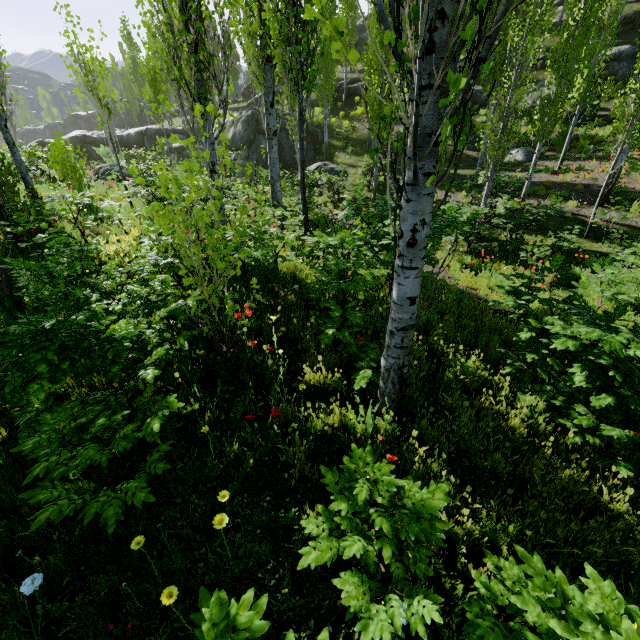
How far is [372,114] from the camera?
15.10m

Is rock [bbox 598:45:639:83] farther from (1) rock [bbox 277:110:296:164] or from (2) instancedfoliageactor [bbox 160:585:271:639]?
(1) rock [bbox 277:110:296:164]

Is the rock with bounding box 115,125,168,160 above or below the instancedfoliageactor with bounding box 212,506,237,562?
above

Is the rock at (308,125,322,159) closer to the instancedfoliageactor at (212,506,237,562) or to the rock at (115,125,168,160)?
the rock at (115,125,168,160)

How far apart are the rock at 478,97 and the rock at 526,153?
6.81m

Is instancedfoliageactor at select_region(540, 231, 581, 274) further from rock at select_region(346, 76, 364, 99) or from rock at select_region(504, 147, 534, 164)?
rock at select_region(504, 147, 534, 164)

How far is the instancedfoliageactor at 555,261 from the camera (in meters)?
4.18

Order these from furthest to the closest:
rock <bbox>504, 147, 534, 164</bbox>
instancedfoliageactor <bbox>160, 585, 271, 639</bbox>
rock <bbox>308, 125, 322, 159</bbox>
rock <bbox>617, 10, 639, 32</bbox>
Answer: rock <bbox>308, 125, 322, 159</bbox>
rock <bbox>617, 10, 639, 32</bbox>
rock <bbox>504, 147, 534, 164</bbox>
instancedfoliageactor <bbox>160, 585, 271, 639</bbox>
